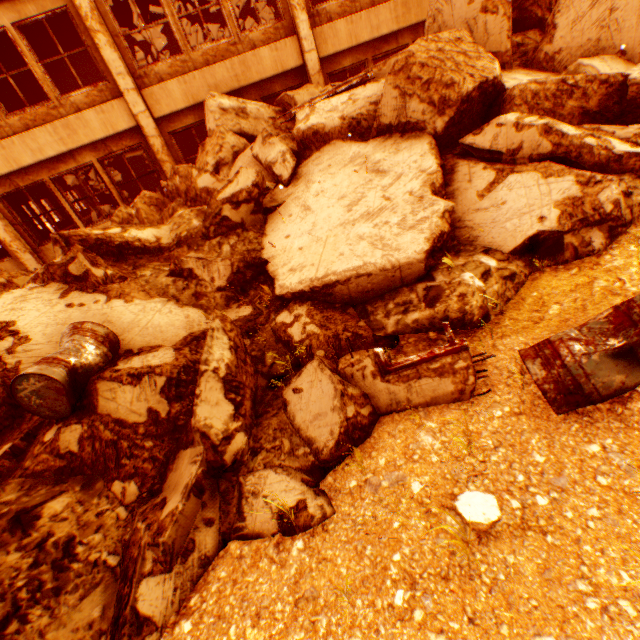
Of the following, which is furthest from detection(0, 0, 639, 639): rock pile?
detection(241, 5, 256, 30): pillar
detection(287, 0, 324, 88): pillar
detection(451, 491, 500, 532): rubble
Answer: detection(241, 5, 256, 30): pillar

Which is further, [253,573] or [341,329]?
[341,329]

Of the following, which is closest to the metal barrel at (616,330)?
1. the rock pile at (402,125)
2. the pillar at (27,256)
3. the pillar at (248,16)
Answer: the rock pile at (402,125)

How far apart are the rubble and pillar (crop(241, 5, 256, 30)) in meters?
18.2

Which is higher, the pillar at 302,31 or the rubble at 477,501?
the pillar at 302,31

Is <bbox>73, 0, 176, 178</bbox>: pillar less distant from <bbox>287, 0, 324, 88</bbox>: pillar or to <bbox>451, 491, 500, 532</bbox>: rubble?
<bbox>287, 0, 324, 88</bbox>: pillar

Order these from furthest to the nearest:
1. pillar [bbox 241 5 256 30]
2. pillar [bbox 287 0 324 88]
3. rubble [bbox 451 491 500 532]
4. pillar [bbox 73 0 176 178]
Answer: pillar [bbox 241 5 256 30]
pillar [bbox 287 0 324 88]
pillar [bbox 73 0 176 178]
rubble [bbox 451 491 500 532]

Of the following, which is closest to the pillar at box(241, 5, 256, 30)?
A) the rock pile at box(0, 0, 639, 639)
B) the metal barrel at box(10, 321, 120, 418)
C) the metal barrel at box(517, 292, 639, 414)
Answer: the rock pile at box(0, 0, 639, 639)
